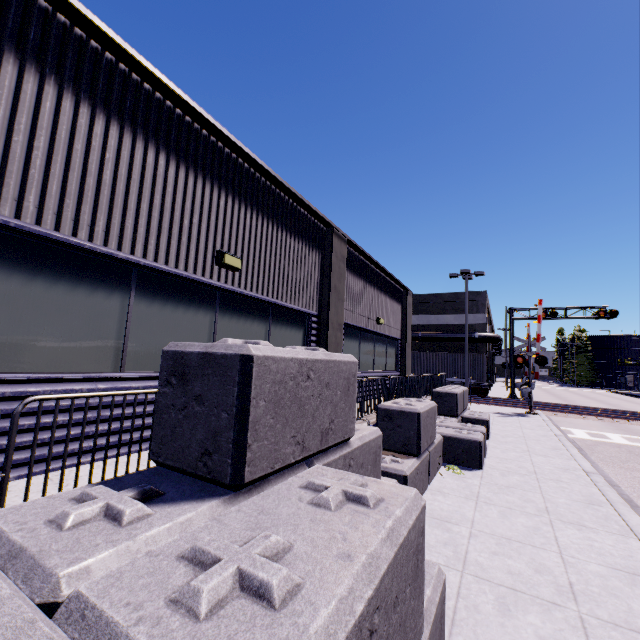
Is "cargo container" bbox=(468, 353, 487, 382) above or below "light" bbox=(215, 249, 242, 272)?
below

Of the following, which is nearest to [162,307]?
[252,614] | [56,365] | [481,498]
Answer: [56,365]

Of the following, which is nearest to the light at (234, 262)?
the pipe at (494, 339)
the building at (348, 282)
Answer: the building at (348, 282)

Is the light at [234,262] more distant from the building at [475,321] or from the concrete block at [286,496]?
the concrete block at [286,496]

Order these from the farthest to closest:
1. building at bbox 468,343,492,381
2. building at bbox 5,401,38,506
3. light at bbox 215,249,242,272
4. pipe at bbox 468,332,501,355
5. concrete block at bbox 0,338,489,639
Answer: building at bbox 468,343,492,381, pipe at bbox 468,332,501,355, light at bbox 215,249,242,272, building at bbox 5,401,38,506, concrete block at bbox 0,338,489,639

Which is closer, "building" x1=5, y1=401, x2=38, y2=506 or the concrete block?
the concrete block

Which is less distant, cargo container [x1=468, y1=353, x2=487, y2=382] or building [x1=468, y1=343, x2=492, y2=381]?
cargo container [x1=468, y1=353, x2=487, y2=382]

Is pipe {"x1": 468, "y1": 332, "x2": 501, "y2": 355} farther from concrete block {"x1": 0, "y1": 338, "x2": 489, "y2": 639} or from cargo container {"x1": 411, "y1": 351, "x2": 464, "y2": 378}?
concrete block {"x1": 0, "y1": 338, "x2": 489, "y2": 639}
